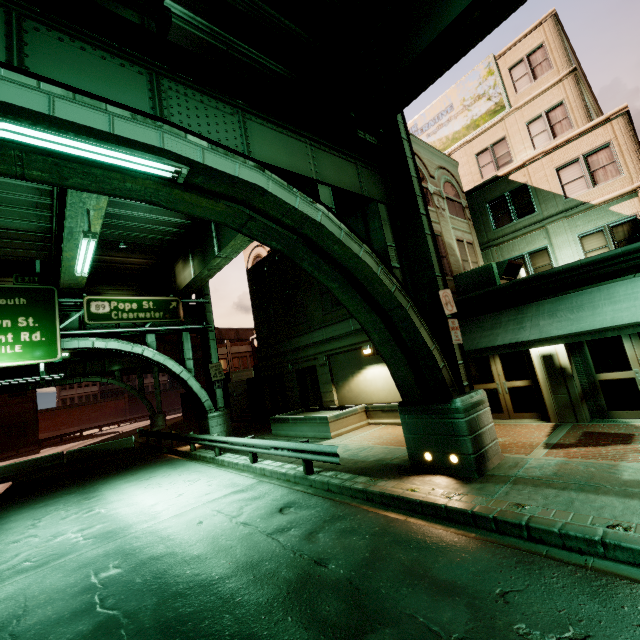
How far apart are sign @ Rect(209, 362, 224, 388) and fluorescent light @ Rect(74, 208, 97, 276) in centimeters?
958cm

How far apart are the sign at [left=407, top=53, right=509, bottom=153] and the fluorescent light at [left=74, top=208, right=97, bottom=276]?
20.0m

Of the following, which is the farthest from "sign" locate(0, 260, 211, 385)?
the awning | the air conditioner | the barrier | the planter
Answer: the air conditioner

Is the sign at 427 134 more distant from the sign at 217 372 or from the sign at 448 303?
the sign at 217 372

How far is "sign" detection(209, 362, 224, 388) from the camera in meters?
20.2

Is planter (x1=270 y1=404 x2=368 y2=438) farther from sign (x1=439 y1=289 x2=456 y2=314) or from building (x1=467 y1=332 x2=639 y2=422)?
sign (x1=439 y1=289 x2=456 y2=314)

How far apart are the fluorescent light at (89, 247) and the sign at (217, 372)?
9.6m

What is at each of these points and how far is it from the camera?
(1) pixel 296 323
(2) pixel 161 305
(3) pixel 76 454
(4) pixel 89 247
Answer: (1) building, 19.80m
(2) sign, 19.03m
(3) barrier, 21.88m
(4) fluorescent light, 10.11m
